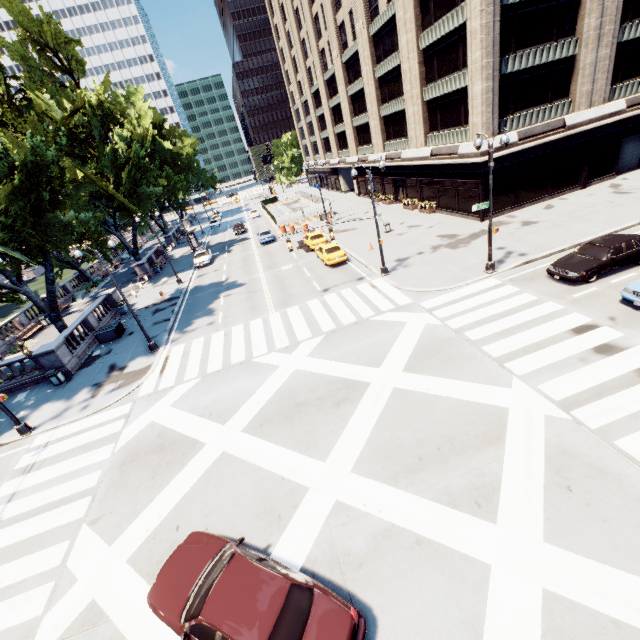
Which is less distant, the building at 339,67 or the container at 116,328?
the building at 339,67

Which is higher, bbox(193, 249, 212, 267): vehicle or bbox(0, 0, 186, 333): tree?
bbox(0, 0, 186, 333): tree

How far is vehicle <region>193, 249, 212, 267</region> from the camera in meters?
37.9

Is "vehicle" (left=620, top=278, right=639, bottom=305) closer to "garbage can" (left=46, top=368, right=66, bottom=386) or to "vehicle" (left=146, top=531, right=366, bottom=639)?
"vehicle" (left=146, top=531, right=366, bottom=639)

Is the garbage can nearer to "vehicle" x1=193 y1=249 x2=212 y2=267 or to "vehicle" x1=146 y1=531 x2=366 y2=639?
"vehicle" x1=146 y1=531 x2=366 y2=639

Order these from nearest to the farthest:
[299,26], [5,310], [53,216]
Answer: [53,216]
[5,310]
[299,26]

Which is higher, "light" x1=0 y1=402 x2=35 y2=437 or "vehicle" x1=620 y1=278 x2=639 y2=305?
"vehicle" x1=620 y1=278 x2=639 y2=305

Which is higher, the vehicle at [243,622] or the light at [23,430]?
the vehicle at [243,622]
